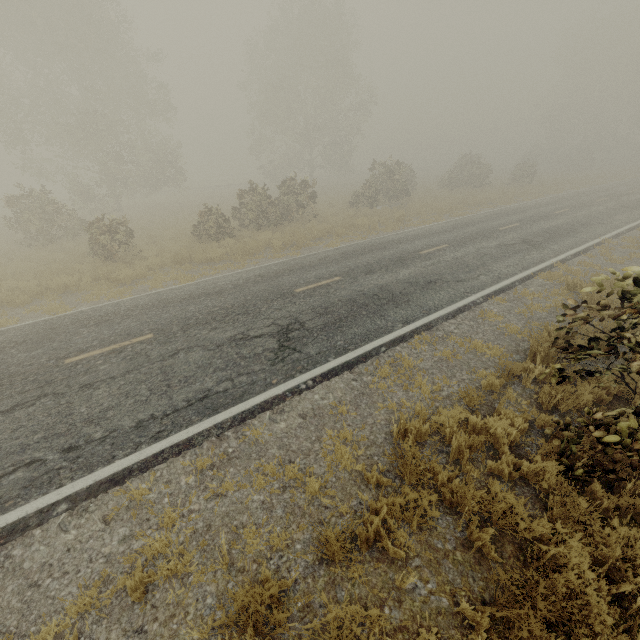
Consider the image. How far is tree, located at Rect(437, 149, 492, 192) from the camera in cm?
3133

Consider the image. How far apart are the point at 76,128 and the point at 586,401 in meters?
31.4

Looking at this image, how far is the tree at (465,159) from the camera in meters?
31.3 m
